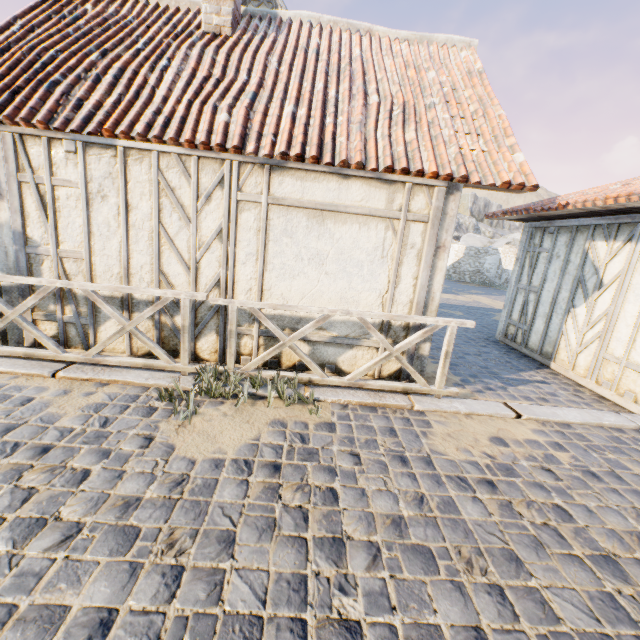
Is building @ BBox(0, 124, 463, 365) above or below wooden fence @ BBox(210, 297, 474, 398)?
above

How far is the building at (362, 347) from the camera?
4.5m

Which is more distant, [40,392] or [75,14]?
[75,14]

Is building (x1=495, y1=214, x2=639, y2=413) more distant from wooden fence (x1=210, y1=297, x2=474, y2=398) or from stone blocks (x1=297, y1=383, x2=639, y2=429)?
wooden fence (x1=210, y1=297, x2=474, y2=398)

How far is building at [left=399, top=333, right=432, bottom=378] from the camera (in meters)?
4.64

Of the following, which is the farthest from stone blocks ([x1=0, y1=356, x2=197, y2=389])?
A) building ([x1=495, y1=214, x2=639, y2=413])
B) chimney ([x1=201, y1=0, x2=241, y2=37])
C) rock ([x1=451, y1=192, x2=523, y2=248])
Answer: rock ([x1=451, y1=192, x2=523, y2=248])

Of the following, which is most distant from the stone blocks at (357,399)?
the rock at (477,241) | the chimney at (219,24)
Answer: the rock at (477,241)

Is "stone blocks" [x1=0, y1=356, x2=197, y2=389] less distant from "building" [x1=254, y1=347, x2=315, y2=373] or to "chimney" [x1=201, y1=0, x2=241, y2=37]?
"building" [x1=254, y1=347, x2=315, y2=373]
